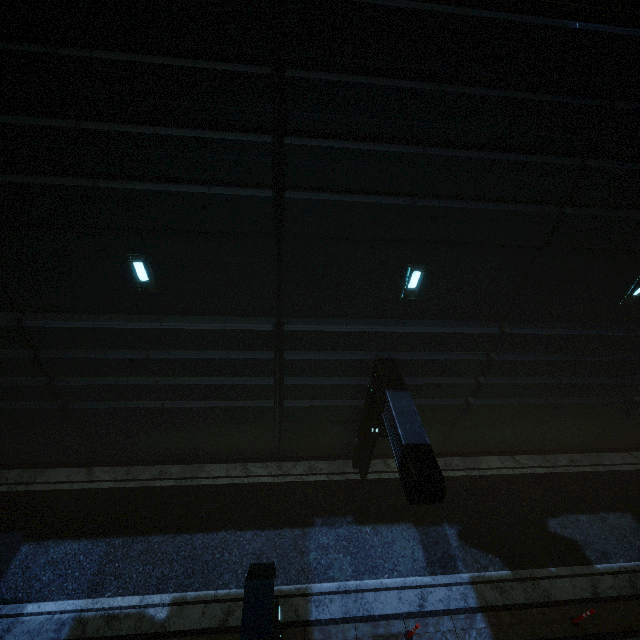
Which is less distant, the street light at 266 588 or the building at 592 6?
the street light at 266 588

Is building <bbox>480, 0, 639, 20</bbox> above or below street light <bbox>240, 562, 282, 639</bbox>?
above

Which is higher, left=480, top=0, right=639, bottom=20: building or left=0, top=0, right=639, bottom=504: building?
left=480, top=0, right=639, bottom=20: building

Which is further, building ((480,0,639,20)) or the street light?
building ((480,0,639,20))

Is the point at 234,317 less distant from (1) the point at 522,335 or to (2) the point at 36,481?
(1) the point at 522,335
